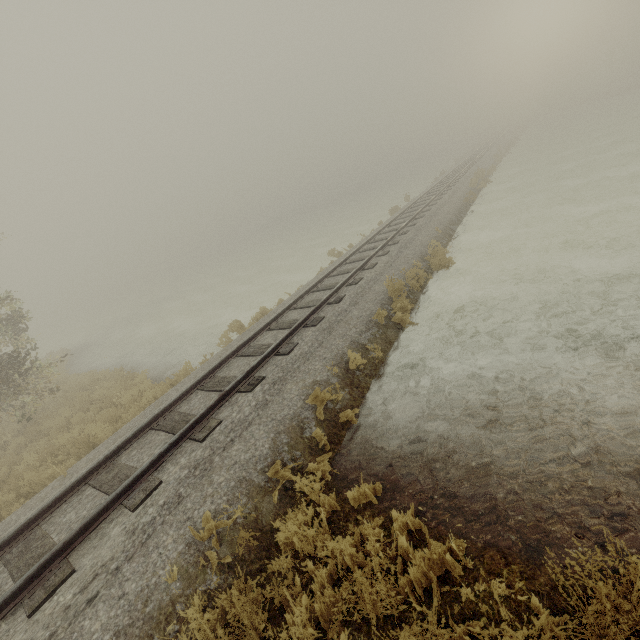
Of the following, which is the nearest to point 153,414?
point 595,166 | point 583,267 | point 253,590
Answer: point 253,590
